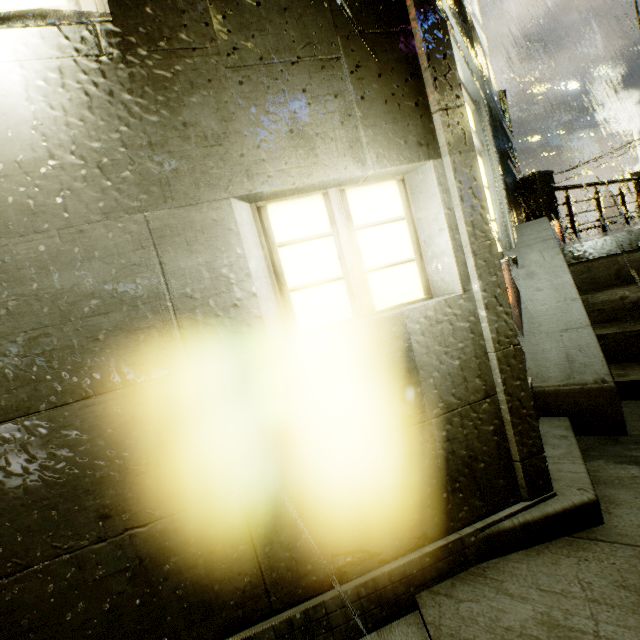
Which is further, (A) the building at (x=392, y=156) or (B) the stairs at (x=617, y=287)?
(B) the stairs at (x=617, y=287)

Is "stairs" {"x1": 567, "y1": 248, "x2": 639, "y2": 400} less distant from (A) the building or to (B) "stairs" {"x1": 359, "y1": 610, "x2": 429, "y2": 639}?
(A) the building

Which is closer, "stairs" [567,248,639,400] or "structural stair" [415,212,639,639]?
"structural stair" [415,212,639,639]

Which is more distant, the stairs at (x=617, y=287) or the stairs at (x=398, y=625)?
the stairs at (x=617, y=287)

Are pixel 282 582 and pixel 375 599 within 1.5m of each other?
yes

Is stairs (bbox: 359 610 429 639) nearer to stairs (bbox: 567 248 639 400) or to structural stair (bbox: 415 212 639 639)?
structural stair (bbox: 415 212 639 639)

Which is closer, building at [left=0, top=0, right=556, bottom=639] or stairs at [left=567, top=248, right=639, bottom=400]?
building at [left=0, top=0, right=556, bottom=639]
